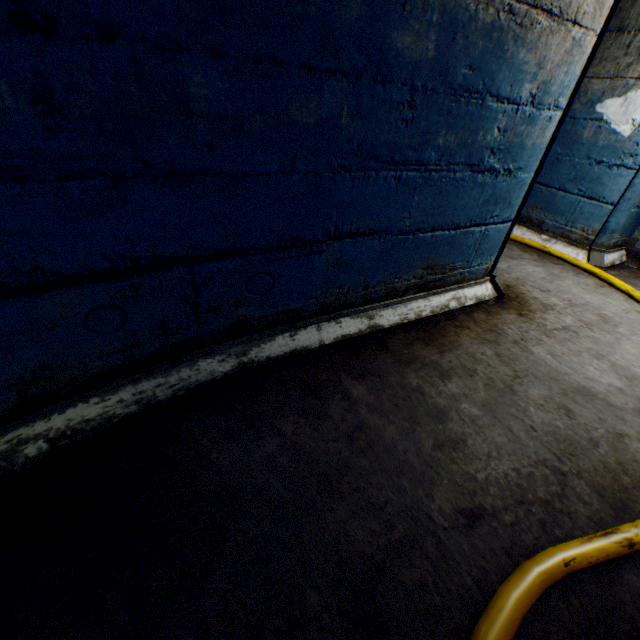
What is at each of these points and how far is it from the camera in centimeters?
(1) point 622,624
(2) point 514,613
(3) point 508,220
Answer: (1) building tunnel, 97cm
(2) cable, 91cm
(3) building tunnel, 221cm

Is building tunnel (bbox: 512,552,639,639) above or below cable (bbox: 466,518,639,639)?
below

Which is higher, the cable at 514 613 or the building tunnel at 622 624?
the cable at 514 613
